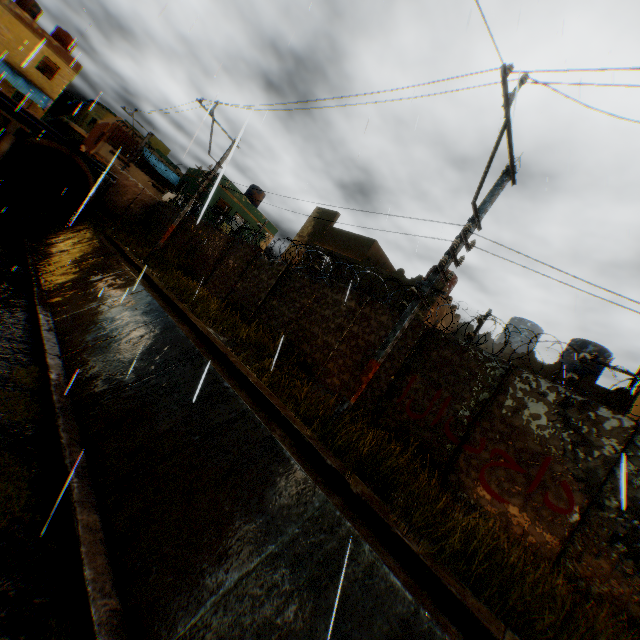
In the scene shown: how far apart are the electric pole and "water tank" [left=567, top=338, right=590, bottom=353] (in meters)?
11.60

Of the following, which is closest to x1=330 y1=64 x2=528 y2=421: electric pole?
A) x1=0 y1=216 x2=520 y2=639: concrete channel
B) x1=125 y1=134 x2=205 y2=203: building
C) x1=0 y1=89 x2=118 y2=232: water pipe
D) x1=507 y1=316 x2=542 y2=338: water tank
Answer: x1=0 y1=216 x2=520 y2=639: concrete channel

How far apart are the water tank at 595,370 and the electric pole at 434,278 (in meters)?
11.60

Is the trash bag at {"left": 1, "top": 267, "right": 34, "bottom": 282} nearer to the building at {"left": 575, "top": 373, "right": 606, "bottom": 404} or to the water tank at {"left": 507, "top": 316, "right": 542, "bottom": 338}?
the building at {"left": 575, "top": 373, "right": 606, "bottom": 404}

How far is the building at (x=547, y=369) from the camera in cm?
1344

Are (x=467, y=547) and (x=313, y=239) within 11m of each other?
no

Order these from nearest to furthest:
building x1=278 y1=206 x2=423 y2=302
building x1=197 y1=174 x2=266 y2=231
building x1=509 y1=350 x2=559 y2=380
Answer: A: building x1=509 y1=350 x2=559 y2=380 → building x1=278 y1=206 x2=423 y2=302 → building x1=197 y1=174 x2=266 y2=231

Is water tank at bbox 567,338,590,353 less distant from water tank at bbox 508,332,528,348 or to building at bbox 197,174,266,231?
water tank at bbox 508,332,528,348
